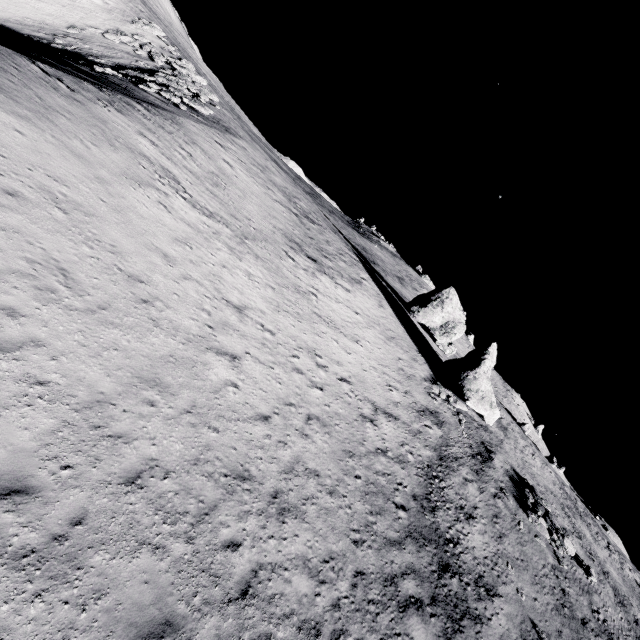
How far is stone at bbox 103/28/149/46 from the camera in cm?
3834

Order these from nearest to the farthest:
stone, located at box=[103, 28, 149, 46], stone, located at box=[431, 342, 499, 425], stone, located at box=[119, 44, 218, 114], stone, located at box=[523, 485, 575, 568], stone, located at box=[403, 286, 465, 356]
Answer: stone, located at box=[523, 485, 575, 568] < stone, located at box=[119, 44, 218, 114] < stone, located at box=[431, 342, 499, 425] < stone, located at box=[103, 28, 149, 46] < stone, located at box=[403, 286, 465, 356]

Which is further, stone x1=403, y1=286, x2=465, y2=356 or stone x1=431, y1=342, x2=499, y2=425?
stone x1=403, y1=286, x2=465, y2=356

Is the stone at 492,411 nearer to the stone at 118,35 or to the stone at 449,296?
the stone at 449,296

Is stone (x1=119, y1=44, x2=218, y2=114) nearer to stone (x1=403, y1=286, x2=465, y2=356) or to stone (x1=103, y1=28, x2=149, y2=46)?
stone (x1=103, y1=28, x2=149, y2=46)

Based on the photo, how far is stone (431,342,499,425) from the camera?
29.03m

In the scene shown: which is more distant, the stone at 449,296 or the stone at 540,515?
the stone at 449,296

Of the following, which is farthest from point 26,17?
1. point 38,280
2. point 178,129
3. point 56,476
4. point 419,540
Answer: point 419,540
